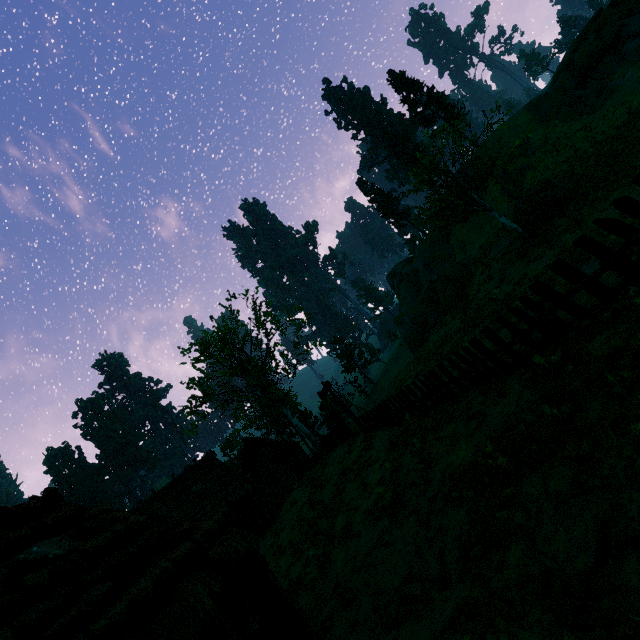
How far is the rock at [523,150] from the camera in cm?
3112

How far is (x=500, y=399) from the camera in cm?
802

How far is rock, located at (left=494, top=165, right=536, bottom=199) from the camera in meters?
31.4

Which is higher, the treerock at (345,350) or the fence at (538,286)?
the treerock at (345,350)

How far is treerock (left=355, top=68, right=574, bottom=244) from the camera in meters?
Answer: 21.2

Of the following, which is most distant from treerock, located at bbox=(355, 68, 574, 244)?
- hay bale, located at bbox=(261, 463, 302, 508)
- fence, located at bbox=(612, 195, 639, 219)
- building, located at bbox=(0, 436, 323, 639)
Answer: fence, located at bbox=(612, 195, 639, 219)

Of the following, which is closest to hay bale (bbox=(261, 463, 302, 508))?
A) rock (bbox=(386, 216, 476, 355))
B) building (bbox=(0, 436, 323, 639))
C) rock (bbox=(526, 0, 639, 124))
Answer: building (bbox=(0, 436, 323, 639))

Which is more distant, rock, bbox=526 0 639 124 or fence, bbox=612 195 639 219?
rock, bbox=526 0 639 124
